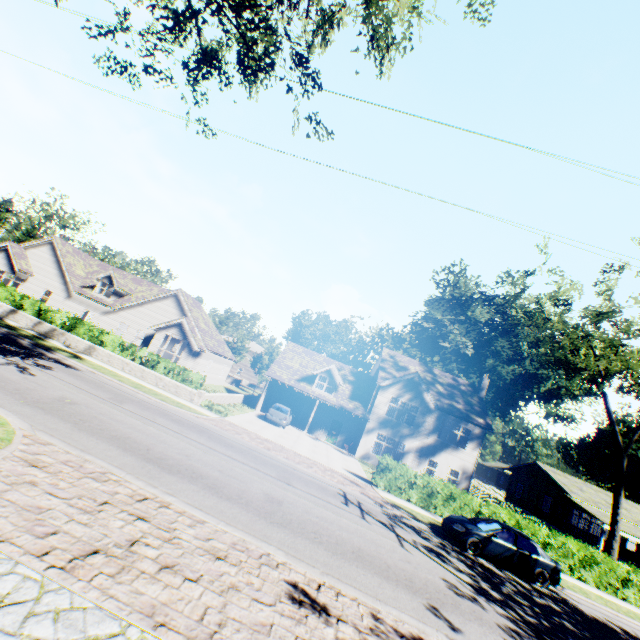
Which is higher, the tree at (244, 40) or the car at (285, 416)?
the tree at (244, 40)

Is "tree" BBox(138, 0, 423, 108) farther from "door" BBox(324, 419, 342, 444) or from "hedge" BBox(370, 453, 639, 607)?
"door" BBox(324, 419, 342, 444)

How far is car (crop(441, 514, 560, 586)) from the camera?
13.9m

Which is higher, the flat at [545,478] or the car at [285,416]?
the flat at [545,478]

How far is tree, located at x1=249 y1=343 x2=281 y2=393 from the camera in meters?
45.0

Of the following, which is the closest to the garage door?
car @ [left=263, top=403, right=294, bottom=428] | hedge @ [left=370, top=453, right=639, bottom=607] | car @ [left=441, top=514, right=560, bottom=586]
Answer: car @ [left=263, top=403, right=294, bottom=428]

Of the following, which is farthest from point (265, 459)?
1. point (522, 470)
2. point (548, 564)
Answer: point (522, 470)

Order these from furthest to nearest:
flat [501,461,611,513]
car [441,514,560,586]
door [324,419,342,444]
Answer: flat [501,461,611,513]
door [324,419,342,444]
car [441,514,560,586]
